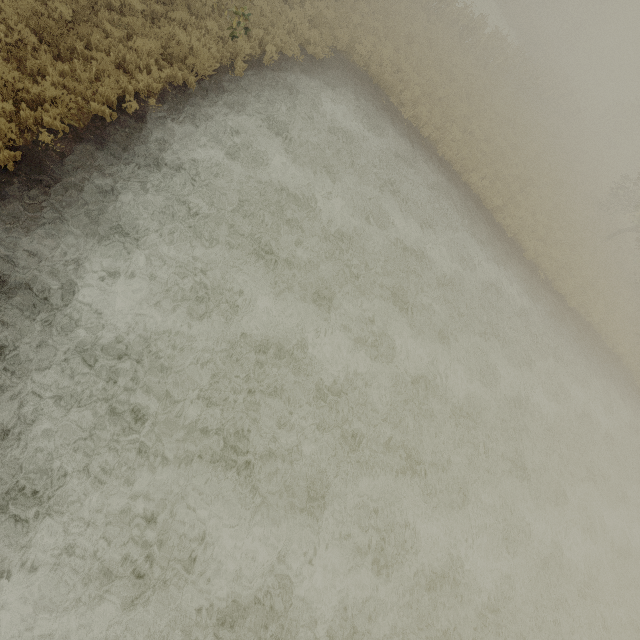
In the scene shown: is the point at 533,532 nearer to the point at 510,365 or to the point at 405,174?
the point at 510,365
